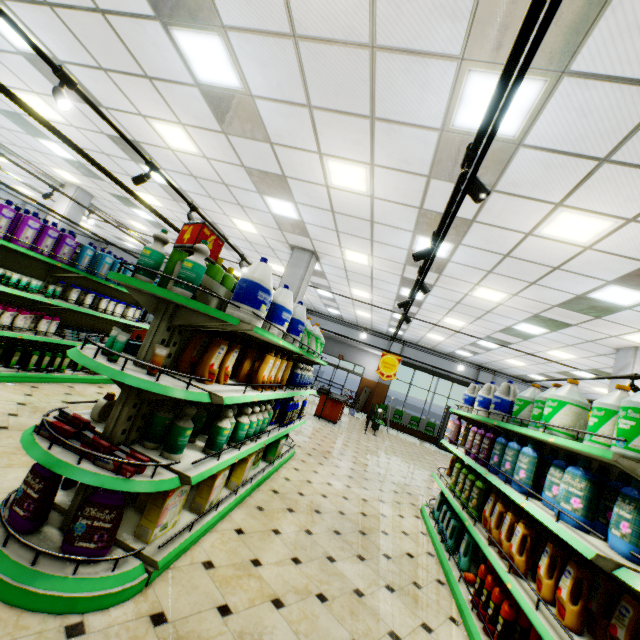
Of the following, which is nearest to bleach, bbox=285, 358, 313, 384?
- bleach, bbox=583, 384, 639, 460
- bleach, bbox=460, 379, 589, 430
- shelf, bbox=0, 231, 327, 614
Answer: shelf, bbox=0, 231, 327, 614

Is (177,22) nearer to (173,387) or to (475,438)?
(173,387)

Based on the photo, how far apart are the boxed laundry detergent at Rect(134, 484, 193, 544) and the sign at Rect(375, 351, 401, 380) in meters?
7.1 m

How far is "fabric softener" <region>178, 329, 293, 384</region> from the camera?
2.6m

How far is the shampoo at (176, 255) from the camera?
2.8 meters

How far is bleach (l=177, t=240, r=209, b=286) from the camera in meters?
2.2

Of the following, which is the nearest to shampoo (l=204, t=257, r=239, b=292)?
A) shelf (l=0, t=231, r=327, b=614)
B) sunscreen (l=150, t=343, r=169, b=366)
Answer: shelf (l=0, t=231, r=327, b=614)

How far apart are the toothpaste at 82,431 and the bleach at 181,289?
1.12m
